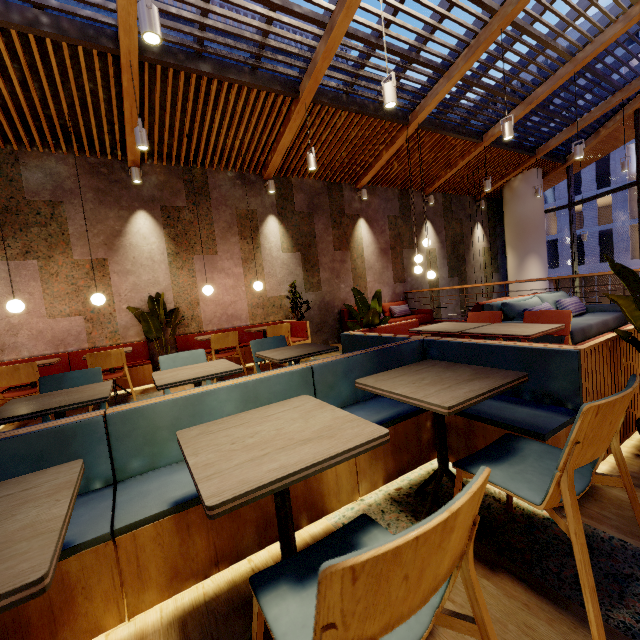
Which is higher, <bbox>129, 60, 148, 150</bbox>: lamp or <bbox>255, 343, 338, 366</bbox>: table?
<bbox>129, 60, 148, 150</bbox>: lamp

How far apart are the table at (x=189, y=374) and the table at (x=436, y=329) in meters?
2.0 m

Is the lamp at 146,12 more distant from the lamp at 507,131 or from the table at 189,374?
the lamp at 507,131

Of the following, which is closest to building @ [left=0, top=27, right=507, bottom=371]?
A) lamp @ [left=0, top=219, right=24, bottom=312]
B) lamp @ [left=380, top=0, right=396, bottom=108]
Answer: lamp @ [left=0, top=219, right=24, bottom=312]

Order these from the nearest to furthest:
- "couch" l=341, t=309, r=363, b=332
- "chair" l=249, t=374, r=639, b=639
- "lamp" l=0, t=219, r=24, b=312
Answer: "chair" l=249, t=374, r=639, b=639 → "lamp" l=0, t=219, r=24, b=312 → "couch" l=341, t=309, r=363, b=332

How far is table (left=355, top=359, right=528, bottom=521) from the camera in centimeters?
140cm

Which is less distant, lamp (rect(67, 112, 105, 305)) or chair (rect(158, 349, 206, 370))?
chair (rect(158, 349, 206, 370))

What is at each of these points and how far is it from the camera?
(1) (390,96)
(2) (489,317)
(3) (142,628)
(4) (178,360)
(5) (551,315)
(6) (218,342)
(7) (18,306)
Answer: (1) lamp, 4.0 meters
(2) chair, 4.0 meters
(3) building, 1.3 meters
(4) chair, 3.3 meters
(5) chair, 3.4 meters
(6) chair, 5.3 meters
(7) lamp, 4.5 meters
